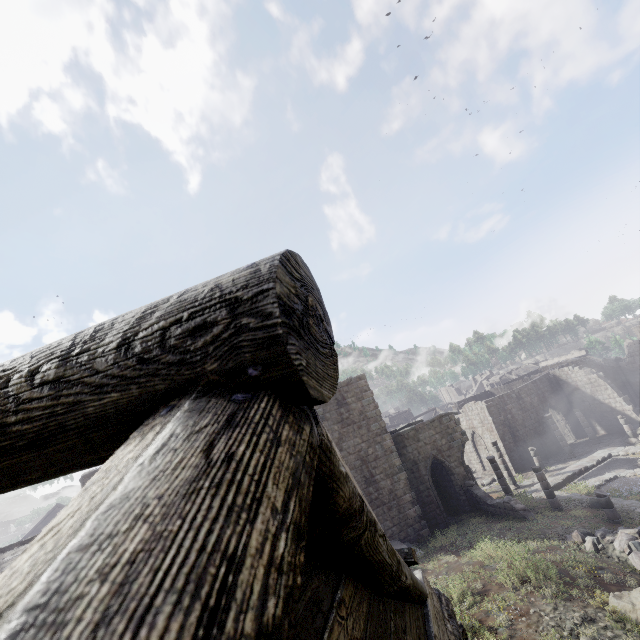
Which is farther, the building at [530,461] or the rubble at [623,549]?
the rubble at [623,549]

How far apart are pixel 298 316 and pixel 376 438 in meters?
21.9

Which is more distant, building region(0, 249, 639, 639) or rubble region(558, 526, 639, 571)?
rubble region(558, 526, 639, 571)
